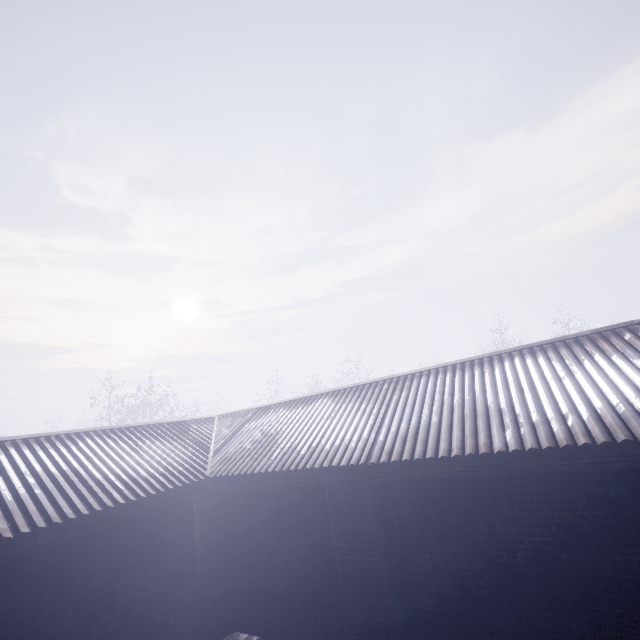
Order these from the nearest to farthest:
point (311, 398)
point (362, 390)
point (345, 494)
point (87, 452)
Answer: point (345, 494), point (87, 452), point (362, 390), point (311, 398)
